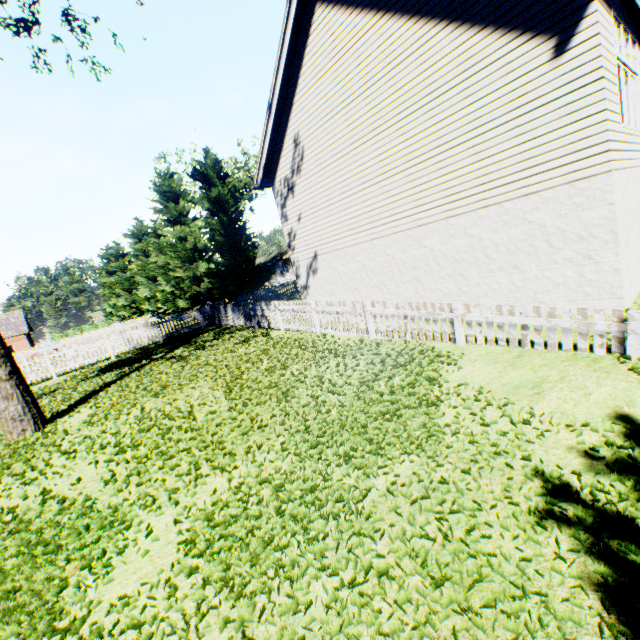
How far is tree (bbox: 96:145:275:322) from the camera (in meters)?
23.75

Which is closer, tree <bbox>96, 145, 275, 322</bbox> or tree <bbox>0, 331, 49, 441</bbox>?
tree <bbox>0, 331, 49, 441</bbox>

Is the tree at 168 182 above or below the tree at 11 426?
above

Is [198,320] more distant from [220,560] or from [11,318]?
[11,318]

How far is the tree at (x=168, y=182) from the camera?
23.75m

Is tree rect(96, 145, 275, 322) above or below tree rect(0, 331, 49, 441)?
above
